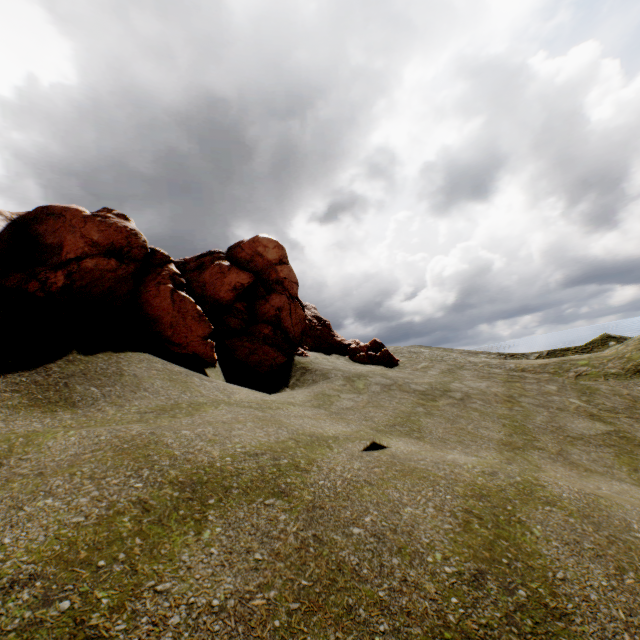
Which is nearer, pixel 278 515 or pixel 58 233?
pixel 278 515
